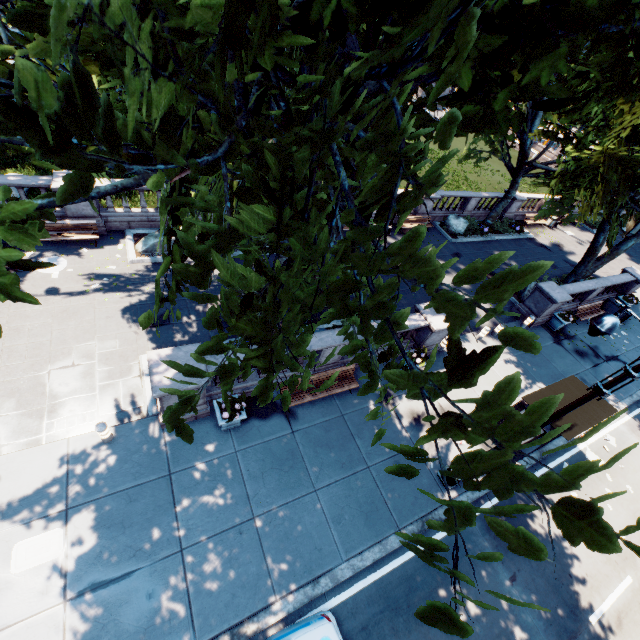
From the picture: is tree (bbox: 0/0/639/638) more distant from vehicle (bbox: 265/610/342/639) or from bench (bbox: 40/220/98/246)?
vehicle (bbox: 265/610/342/639)

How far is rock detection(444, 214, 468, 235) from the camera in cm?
2319

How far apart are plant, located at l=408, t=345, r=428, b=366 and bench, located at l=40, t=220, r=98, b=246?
14.2 meters

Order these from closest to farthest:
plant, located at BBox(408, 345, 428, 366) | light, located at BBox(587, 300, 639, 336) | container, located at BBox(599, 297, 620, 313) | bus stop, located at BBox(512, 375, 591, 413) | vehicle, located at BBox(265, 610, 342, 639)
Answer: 1. light, located at BBox(587, 300, 639, 336)
2. vehicle, located at BBox(265, 610, 342, 639)
3. bus stop, located at BBox(512, 375, 591, 413)
4. plant, located at BBox(408, 345, 428, 366)
5. container, located at BBox(599, 297, 620, 313)

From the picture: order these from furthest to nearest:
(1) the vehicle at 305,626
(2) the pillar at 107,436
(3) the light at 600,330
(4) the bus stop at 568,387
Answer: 1. (4) the bus stop at 568,387
2. (2) the pillar at 107,436
3. (1) the vehicle at 305,626
4. (3) the light at 600,330

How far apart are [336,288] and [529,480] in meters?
1.5 m

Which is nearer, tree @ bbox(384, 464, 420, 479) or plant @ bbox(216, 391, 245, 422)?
tree @ bbox(384, 464, 420, 479)

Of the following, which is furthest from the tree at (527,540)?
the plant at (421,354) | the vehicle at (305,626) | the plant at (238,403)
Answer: the vehicle at (305,626)
